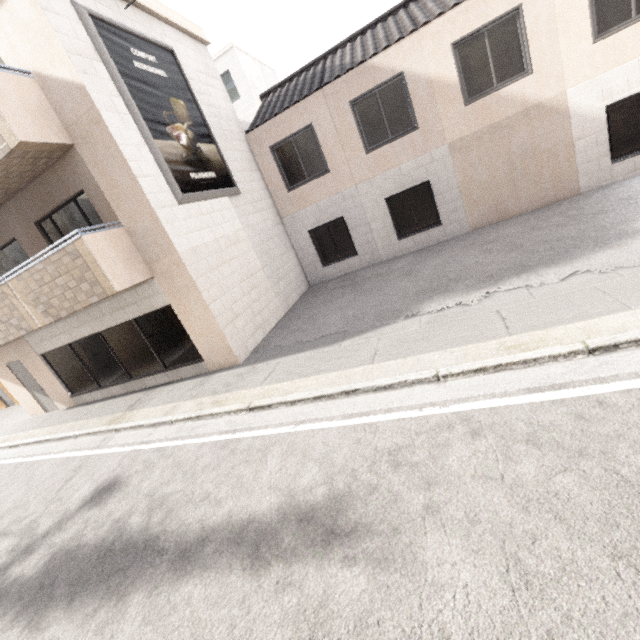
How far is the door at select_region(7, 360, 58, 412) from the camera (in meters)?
10.79

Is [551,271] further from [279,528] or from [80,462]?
[80,462]

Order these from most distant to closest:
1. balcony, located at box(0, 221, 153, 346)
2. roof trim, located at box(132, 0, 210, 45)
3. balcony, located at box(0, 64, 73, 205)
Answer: roof trim, located at box(132, 0, 210, 45)
balcony, located at box(0, 221, 153, 346)
balcony, located at box(0, 64, 73, 205)

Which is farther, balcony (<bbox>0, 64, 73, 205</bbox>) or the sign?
the sign

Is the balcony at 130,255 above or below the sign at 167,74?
below

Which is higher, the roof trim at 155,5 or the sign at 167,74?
the roof trim at 155,5

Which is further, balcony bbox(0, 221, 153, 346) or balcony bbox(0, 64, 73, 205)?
balcony bbox(0, 221, 153, 346)

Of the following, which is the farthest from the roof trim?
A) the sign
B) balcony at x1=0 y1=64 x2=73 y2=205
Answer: balcony at x1=0 y1=64 x2=73 y2=205
